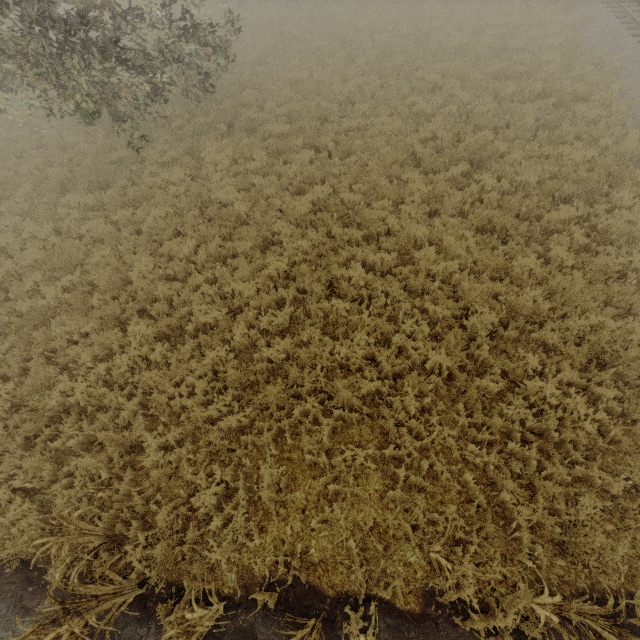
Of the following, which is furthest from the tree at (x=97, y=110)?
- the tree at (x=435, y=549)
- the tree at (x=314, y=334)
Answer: the tree at (x=435, y=549)

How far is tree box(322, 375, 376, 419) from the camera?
5.5m

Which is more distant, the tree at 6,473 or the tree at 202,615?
the tree at 6,473

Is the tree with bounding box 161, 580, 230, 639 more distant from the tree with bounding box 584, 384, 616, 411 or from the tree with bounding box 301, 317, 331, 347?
the tree with bounding box 301, 317, 331, 347

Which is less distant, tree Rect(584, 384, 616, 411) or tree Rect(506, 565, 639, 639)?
tree Rect(506, 565, 639, 639)

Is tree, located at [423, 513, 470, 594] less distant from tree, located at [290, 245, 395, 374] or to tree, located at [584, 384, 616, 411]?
tree, located at [290, 245, 395, 374]

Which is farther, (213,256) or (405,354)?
(213,256)

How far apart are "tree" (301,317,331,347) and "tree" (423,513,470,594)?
3.5m
